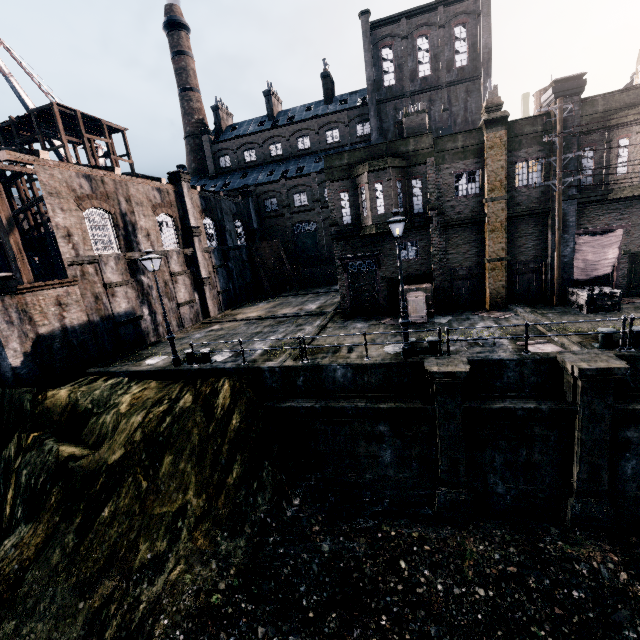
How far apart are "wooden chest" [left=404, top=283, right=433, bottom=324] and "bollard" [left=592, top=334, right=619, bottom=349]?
7.6 meters

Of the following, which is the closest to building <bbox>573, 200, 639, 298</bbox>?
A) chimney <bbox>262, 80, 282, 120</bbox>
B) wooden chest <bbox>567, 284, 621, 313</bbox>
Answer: wooden chest <bbox>567, 284, 621, 313</bbox>

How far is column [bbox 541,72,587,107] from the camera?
15.8m

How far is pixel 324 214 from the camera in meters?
44.2

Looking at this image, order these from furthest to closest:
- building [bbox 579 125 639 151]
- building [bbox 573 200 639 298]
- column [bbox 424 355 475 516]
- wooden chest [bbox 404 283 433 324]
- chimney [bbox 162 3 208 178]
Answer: chimney [bbox 162 3 208 178], wooden chest [bbox 404 283 433 324], building [bbox 573 200 639 298], building [bbox 579 125 639 151], column [bbox 424 355 475 516]

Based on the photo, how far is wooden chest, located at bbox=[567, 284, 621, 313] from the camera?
15.88m

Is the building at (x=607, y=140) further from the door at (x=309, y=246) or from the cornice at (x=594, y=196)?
the door at (x=309, y=246)

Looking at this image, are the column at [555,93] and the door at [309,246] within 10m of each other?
no
